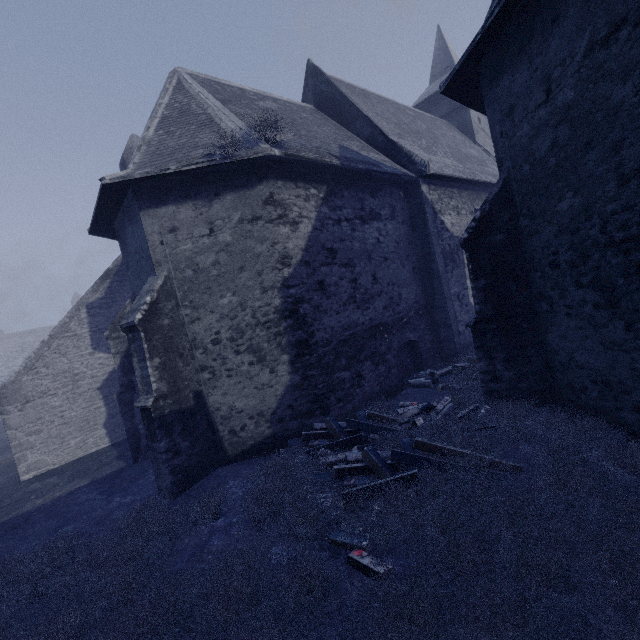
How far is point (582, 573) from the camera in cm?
311
